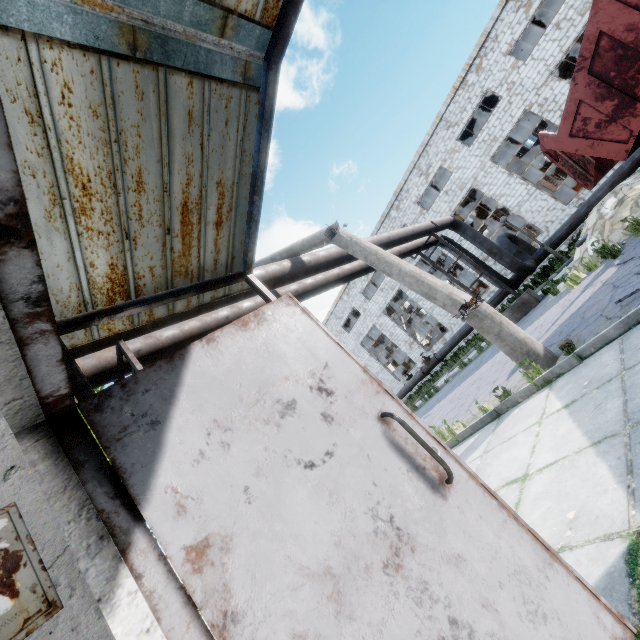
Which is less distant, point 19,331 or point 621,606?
point 19,331

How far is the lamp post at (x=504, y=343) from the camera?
5.06m

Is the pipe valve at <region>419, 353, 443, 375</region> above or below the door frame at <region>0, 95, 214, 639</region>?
below

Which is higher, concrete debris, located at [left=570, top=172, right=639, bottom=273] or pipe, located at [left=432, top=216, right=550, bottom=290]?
pipe, located at [left=432, top=216, right=550, bottom=290]

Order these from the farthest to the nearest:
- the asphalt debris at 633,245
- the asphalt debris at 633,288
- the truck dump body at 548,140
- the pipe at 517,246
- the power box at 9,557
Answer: the pipe at 517,246, the asphalt debris at 633,245, the truck dump body at 548,140, the asphalt debris at 633,288, the power box at 9,557

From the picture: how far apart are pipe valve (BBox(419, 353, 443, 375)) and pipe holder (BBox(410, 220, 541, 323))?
8.5m

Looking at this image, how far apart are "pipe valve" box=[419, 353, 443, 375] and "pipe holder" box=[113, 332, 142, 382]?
18.6m

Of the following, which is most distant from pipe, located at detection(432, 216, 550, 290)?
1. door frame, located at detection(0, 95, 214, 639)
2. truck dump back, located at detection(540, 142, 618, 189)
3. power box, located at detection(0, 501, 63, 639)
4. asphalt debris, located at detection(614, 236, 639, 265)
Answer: asphalt debris, located at detection(614, 236, 639, 265)
